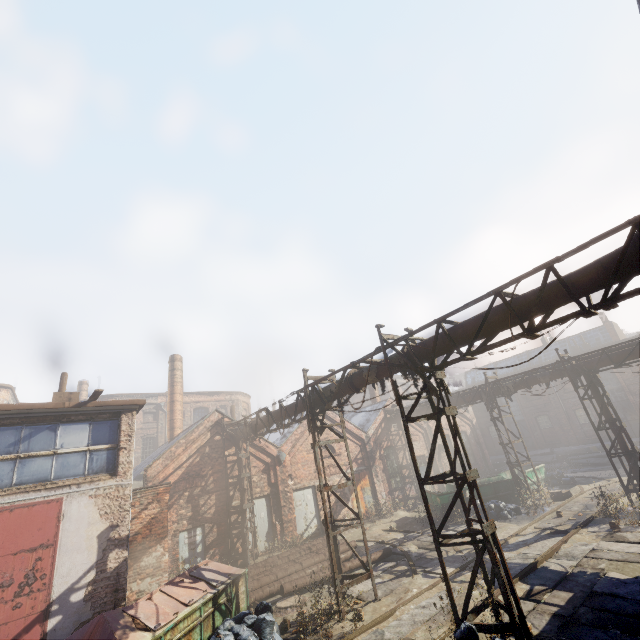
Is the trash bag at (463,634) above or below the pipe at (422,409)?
below

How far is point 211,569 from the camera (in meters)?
9.50

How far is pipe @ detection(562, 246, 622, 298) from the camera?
5.25m

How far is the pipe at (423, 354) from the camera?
7.89m

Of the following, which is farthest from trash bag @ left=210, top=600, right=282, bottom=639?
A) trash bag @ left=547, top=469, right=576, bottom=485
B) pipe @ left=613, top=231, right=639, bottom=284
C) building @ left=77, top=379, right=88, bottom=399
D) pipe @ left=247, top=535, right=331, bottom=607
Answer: building @ left=77, top=379, right=88, bottom=399

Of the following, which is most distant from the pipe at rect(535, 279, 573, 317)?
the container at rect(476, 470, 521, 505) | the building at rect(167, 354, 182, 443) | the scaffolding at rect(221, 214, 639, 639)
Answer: the building at rect(167, 354, 182, 443)

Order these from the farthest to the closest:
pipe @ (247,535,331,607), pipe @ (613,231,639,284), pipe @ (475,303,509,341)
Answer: pipe @ (247,535,331,607) < pipe @ (475,303,509,341) < pipe @ (613,231,639,284)

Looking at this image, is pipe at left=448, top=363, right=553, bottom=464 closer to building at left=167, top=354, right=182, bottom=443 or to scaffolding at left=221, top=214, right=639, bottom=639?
scaffolding at left=221, top=214, right=639, bottom=639
